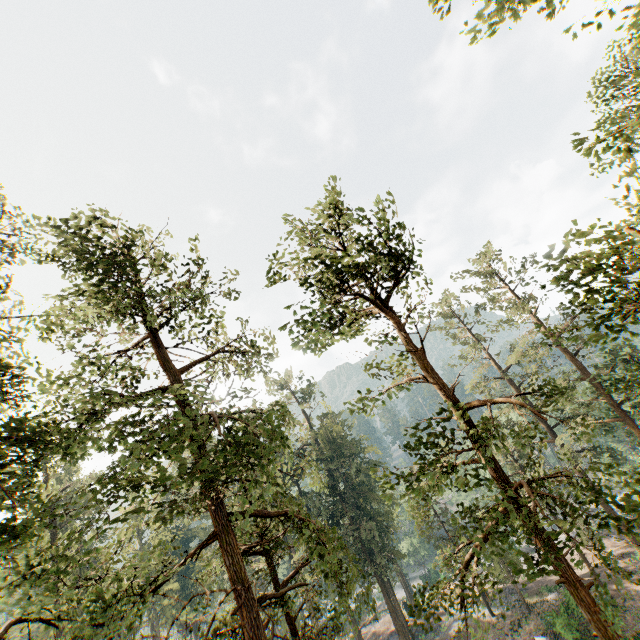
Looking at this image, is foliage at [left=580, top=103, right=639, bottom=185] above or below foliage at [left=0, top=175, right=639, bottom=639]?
above

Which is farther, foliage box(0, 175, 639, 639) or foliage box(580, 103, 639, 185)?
foliage box(0, 175, 639, 639)

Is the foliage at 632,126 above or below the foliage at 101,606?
above

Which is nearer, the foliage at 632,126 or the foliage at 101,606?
the foliage at 632,126

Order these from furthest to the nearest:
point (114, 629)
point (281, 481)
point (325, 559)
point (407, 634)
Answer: point (407, 634) → point (281, 481) → point (325, 559) → point (114, 629)
